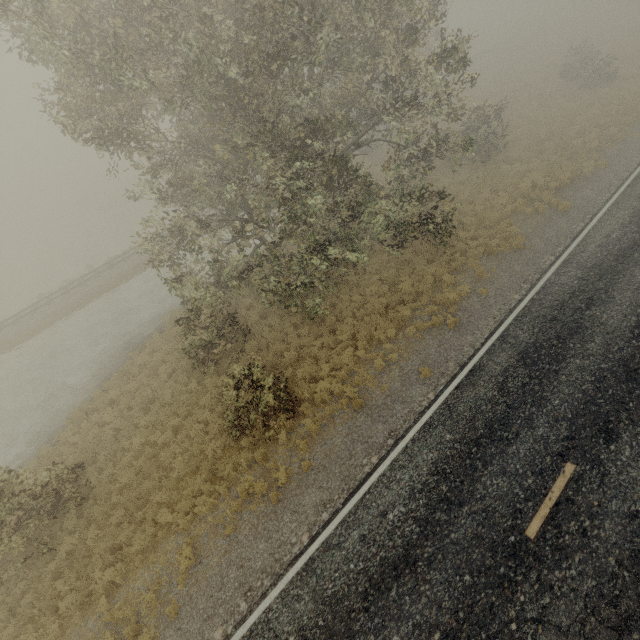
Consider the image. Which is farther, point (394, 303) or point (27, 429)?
point (27, 429)
